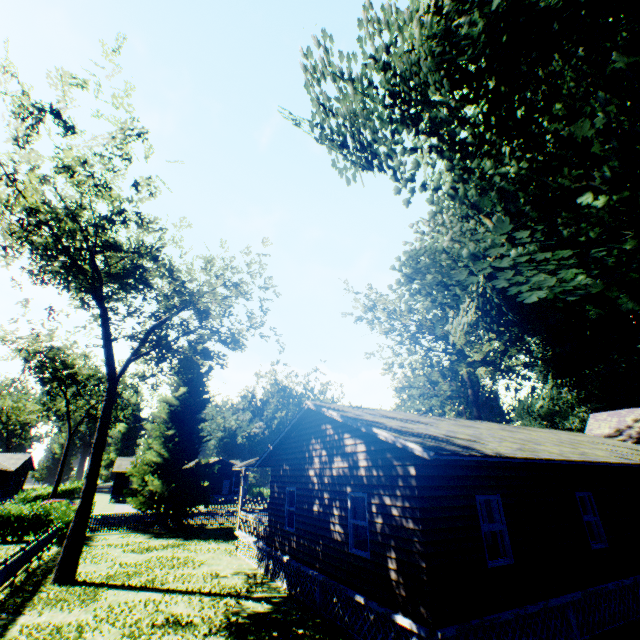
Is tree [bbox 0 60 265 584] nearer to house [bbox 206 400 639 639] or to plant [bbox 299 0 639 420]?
plant [bbox 299 0 639 420]

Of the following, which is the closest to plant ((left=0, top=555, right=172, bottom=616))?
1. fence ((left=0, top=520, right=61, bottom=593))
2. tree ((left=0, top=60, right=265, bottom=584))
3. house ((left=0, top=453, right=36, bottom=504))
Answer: fence ((left=0, top=520, right=61, bottom=593))

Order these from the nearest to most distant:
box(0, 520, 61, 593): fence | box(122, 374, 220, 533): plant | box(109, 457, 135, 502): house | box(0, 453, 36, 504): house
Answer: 1. box(0, 520, 61, 593): fence
2. box(122, 374, 220, 533): plant
3. box(0, 453, 36, 504): house
4. box(109, 457, 135, 502): house

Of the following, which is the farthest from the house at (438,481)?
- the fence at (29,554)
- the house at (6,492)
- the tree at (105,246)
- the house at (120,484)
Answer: the house at (6,492)

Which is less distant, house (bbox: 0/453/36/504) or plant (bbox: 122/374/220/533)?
plant (bbox: 122/374/220/533)

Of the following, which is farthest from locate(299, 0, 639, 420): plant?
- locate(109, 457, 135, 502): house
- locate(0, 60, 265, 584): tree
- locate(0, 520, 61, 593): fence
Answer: locate(109, 457, 135, 502): house

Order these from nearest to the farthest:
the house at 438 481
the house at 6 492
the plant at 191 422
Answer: the house at 438 481 < the plant at 191 422 < the house at 6 492

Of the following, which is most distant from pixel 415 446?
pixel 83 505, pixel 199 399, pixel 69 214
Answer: pixel 199 399
